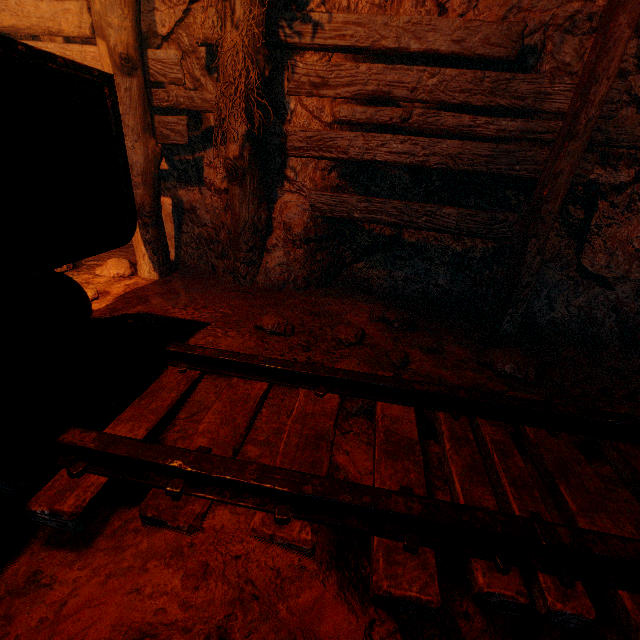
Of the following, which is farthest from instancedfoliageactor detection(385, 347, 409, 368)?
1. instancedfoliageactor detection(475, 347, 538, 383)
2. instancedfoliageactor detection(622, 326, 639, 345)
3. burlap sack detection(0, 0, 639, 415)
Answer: instancedfoliageactor detection(622, 326, 639, 345)

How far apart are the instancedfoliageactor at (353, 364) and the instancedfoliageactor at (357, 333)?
0.4 meters

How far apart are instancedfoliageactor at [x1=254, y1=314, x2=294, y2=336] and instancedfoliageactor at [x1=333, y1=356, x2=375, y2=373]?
0.5m

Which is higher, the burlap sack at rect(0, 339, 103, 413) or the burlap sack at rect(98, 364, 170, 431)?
the burlap sack at rect(98, 364, 170, 431)

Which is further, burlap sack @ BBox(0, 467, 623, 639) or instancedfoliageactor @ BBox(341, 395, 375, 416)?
instancedfoliageactor @ BBox(341, 395, 375, 416)

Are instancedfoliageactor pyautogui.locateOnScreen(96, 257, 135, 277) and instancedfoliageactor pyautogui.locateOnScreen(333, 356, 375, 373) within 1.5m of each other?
no

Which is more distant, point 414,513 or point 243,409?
point 243,409

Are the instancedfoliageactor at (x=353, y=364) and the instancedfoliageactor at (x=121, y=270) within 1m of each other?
Result: no
